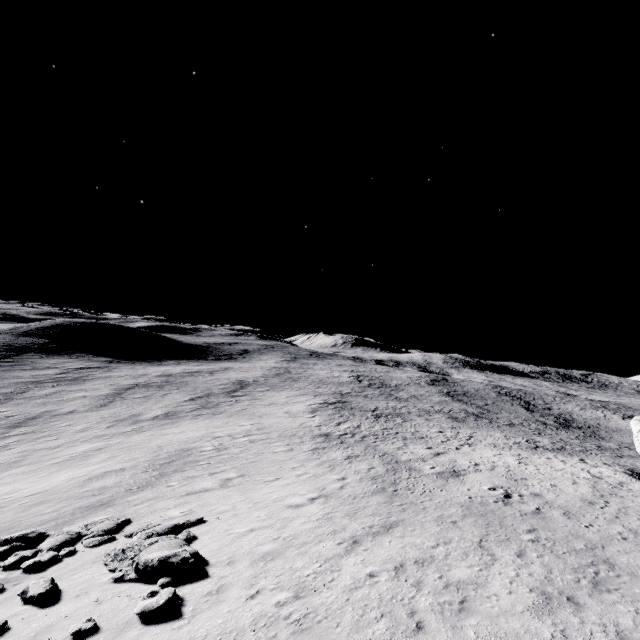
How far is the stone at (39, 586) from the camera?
9.0m

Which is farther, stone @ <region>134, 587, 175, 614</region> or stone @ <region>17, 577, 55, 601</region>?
stone @ <region>17, 577, 55, 601</region>

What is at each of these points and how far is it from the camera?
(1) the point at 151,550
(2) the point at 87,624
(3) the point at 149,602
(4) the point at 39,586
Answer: (1) stone, 10.6 meters
(2) stone, 7.7 meters
(3) stone, 8.1 meters
(4) stone, 9.3 meters

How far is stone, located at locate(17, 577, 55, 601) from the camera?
9.0m

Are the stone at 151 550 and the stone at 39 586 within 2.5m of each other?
yes

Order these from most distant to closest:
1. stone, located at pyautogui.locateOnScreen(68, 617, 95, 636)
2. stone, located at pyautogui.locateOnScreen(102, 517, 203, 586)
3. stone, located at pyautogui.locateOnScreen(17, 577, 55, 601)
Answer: stone, located at pyautogui.locateOnScreen(102, 517, 203, 586)
stone, located at pyautogui.locateOnScreen(17, 577, 55, 601)
stone, located at pyautogui.locateOnScreen(68, 617, 95, 636)

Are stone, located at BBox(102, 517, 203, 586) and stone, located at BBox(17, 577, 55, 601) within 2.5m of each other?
yes

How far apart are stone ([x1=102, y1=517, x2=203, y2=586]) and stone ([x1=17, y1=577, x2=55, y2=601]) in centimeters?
133cm
